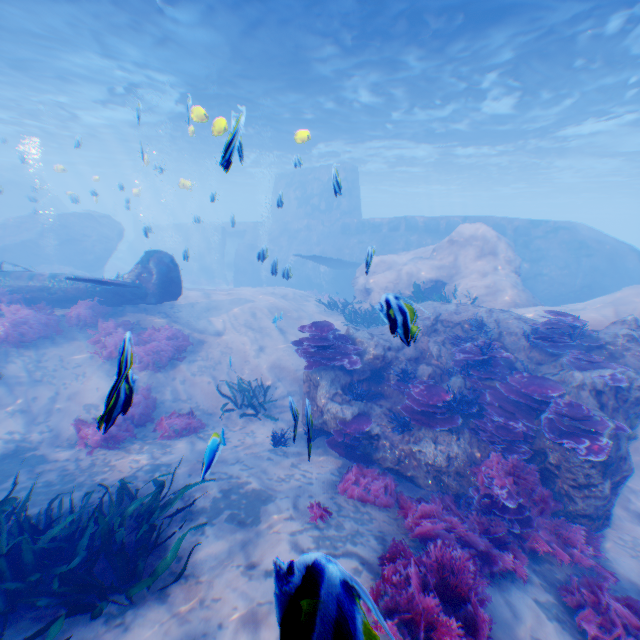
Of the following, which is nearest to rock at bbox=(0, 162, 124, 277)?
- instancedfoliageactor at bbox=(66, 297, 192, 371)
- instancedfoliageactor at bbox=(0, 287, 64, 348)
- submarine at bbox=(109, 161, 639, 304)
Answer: submarine at bbox=(109, 161, 639, 304)

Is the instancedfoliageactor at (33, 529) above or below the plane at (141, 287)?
below

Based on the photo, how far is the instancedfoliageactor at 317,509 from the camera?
5.12m

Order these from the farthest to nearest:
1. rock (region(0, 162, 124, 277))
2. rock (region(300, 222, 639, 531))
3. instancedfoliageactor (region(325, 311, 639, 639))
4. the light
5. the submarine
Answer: rock (region(0, 162, 124, 277)) < the submarine < the light < rock (region(300, 222, 639, 531)) < instancedfoliageactor (region(325, 311, 639, 639))

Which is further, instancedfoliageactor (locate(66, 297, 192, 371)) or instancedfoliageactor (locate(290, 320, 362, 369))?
instancedfoliageactor (locate(66, 297, 192, 371))

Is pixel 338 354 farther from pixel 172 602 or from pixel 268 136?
pixel 268 136

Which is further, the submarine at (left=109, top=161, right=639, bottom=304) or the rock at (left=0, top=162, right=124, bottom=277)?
the rock at (left=0, top=162, right=124, bottom=277)

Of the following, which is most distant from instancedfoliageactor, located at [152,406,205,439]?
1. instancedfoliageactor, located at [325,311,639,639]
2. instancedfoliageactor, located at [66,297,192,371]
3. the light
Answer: the light
